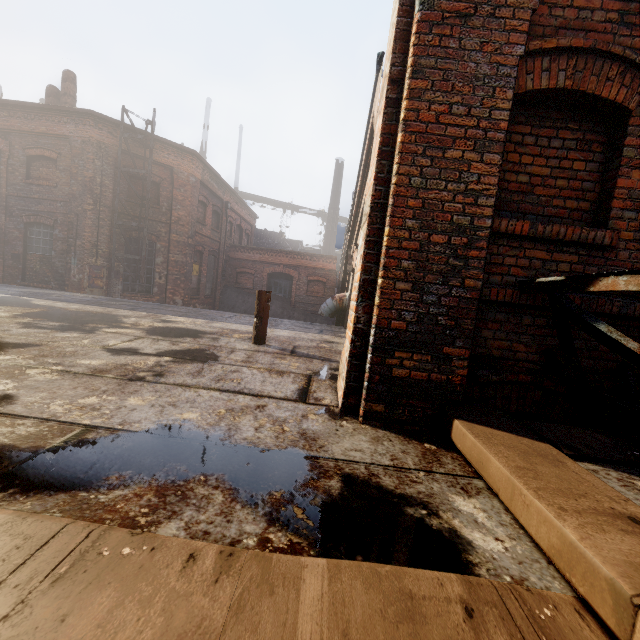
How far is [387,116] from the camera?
2.62m

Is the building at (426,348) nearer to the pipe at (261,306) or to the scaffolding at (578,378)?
the scaffolding at (578,378)

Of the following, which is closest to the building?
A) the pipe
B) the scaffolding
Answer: the scaffolding

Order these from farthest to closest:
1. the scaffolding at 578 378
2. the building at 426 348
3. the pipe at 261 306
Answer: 1. the pipe at 261 306
2. the building at 426 348
3. the scaffolding at 578 378

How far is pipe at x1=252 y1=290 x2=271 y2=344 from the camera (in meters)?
5.52

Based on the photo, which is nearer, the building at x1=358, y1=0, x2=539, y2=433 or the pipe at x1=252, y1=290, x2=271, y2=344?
the building at x1=358, y1=0, x2=539, y2=433
